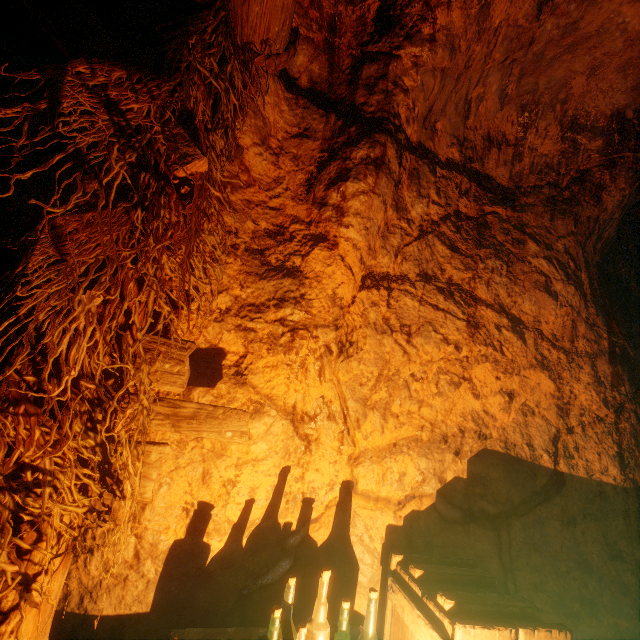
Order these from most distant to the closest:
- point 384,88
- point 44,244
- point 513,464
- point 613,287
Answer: point 613,287 < point 513,464 < point 384,88 < point 44,244

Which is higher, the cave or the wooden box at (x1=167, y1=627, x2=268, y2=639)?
the cave

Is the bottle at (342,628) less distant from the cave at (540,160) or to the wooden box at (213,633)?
the wooden box at (213,633)

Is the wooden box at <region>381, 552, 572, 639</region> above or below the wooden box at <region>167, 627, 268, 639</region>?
above

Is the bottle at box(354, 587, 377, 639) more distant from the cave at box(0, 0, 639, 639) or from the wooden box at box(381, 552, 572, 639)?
the cave at box(0, 0, 639, 639)
